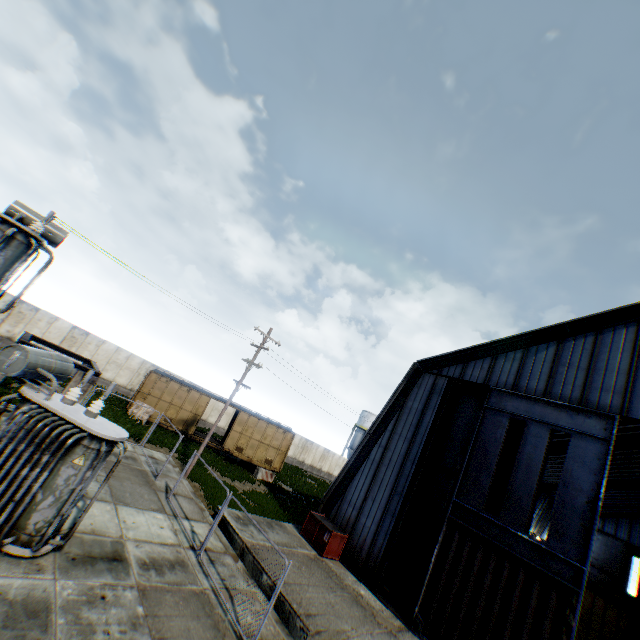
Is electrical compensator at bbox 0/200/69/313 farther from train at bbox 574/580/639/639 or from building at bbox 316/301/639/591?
train at bbox 574/580/639/639

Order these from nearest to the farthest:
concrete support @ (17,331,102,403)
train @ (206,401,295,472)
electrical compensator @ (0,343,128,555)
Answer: electrical compensator @ (0,343,128,555) < concrete support @ (17,331,102,403) < train @ (206,401,295,472)

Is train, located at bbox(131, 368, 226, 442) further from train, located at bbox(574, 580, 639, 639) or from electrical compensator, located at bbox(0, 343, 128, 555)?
train, located at bbox(574, 580, 639, 639)

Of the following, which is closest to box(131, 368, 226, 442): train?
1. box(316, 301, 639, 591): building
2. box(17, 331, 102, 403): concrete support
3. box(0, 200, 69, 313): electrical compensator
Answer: box(316, 301, 639, 591): building

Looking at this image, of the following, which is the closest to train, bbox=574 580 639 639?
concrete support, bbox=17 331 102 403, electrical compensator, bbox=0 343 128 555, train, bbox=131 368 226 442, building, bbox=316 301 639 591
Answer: building, bbox=316 301 639 591

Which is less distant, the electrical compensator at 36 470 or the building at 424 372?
the electrical compensator at 36 470

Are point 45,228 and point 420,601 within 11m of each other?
no

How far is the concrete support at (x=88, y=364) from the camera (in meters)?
10.40
